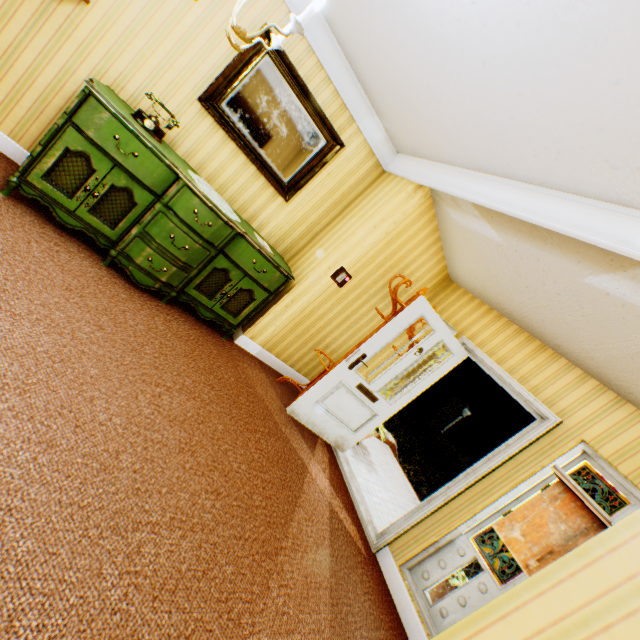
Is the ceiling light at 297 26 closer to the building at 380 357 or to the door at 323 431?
the building at 380 357

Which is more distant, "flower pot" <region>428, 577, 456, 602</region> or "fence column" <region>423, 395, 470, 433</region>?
"fence column" <region>423, 395, 470, 433</region>

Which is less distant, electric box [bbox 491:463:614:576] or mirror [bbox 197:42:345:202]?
electric box [bbox 491:463:614:576]

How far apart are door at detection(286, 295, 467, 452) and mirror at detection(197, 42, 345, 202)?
2.00m

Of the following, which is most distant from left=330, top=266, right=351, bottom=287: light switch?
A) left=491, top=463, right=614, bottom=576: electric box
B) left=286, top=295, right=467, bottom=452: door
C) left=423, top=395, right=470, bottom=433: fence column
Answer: left=423, top=395, right=470, bottom=433: fence column

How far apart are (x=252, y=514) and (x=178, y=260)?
2.4m

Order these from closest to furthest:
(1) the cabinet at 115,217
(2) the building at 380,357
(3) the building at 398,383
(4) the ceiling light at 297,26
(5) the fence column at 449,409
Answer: (4) the ceiling light at 297,26 < (1) the cabinet at 115,217 < (3) the building at 398,383 < (2) the building at 380,357 < (5) the fence column at 449,409

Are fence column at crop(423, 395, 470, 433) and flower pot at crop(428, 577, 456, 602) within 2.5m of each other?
no
